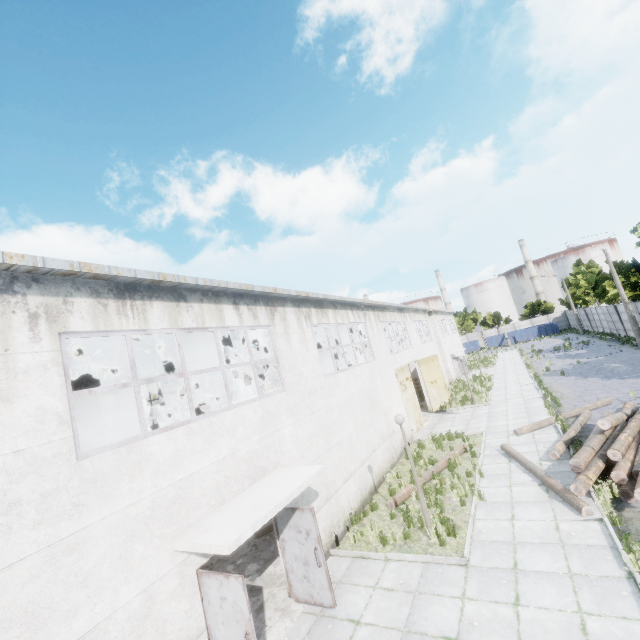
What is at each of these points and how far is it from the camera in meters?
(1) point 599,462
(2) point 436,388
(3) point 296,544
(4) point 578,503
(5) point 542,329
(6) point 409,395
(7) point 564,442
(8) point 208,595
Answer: (1) log pile, 9.5
(2) door, 24.0
(3) door, 7.7
(4) log, 8.3
(5) garbage container, 57.7
(6) door, 19.7
(7) log, 11.9
(8) door, 5.9

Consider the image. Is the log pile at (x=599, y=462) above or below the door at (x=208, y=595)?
below

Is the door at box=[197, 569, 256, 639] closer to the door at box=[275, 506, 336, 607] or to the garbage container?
the door at box=[275, 506, 336, 607]

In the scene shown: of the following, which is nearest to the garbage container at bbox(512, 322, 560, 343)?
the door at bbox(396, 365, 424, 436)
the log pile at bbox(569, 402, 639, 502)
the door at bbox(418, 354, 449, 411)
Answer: the door at bbox(418, 354, 449, 411)

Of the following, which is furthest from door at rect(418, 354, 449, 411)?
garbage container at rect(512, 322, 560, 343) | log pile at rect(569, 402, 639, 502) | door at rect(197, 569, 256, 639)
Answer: garbage container at rect(512, 322, 560, 343)

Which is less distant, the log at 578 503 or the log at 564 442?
the log at 578 503

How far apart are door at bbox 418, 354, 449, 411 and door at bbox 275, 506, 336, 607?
17.5 meters

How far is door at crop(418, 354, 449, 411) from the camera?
23.4 meters
